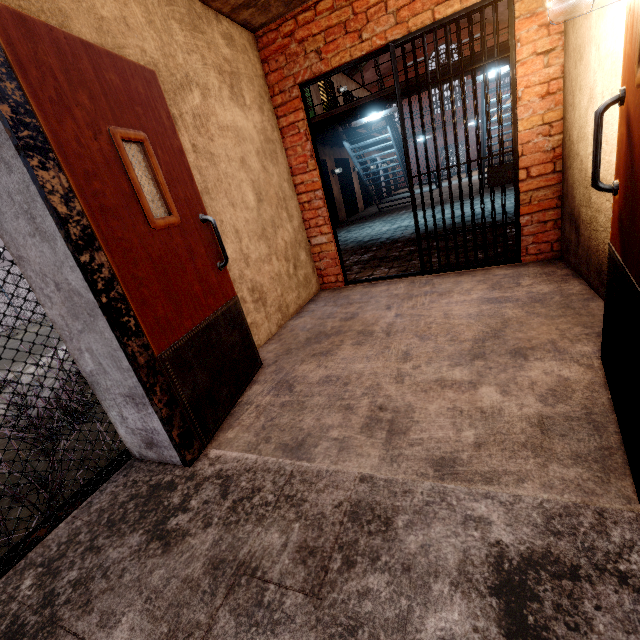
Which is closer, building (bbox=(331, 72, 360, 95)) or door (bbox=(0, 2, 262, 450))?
door (bbox=(0, 2, 262, 450))

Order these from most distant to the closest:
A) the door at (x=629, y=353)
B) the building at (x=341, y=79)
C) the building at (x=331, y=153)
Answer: the building at (x=341, y=79)
the building at (x=331, y=153)
the door at (x=629, y=353)

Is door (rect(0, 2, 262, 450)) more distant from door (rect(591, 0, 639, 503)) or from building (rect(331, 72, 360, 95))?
building (rect(331, 72, 360, 95))

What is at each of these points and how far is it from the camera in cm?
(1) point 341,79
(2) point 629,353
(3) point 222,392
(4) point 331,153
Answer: (1) building, 1447
(2) door, 120
(3) door, 218
(4) building, 1261

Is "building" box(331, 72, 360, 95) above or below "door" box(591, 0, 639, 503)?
above

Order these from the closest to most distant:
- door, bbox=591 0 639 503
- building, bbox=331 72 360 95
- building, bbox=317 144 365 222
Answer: door, bbox=591 0 639 503
building, bbox=317 144 365 222
building, bbox=331 72 360 95

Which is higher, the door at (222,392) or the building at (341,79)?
the building at (341,79)
